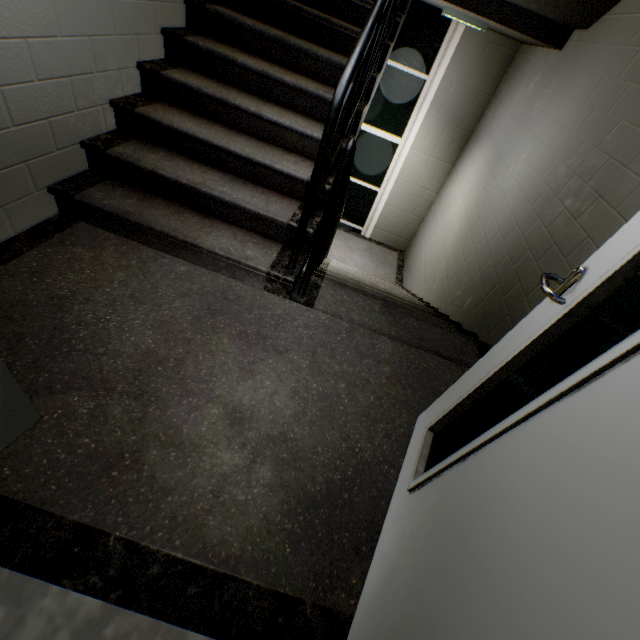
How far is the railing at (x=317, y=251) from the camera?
1.5m

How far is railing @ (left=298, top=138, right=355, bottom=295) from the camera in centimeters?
148cm

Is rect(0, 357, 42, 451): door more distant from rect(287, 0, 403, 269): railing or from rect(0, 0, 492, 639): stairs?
rect(287, 0, 403, 269): railing

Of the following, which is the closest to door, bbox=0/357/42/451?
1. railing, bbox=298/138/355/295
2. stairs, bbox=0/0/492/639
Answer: stairs, bbox=0/0/492/639

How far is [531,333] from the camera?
1.0m

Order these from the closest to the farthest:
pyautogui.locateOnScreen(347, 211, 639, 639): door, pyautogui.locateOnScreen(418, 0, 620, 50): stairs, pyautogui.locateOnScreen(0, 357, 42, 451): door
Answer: pyautogui.locateOnScreen(347, 211, 639, 639): door < pyautogui.locateOnScreen(0, 357, 42, 451): door < pyautogui.locateOnScreen(418, 0, 620, 50): stairs

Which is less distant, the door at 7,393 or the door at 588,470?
the door at 588,470

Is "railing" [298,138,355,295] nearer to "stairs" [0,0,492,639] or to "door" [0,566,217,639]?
"stairs" [0,0,492,639]
